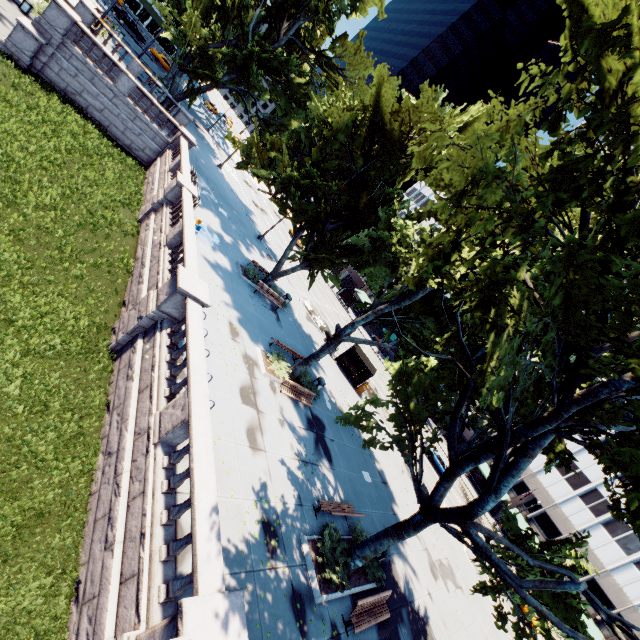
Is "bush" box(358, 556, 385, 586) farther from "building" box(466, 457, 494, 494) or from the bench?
"building" box(466, 457, 494, 494)

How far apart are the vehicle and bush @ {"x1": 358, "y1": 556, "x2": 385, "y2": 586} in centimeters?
2596cm

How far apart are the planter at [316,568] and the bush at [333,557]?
0.0m

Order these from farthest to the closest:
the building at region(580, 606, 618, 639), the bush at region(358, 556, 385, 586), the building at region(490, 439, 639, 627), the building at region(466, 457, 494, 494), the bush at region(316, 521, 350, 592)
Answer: the building at region(466, 457, 494, 494) < the building at region(490, 439, 639, 627) < the building at region(580, 606, 618, 639) < the bush at region(358, 556, 385, 586) < the bush at region(316, 521, 350, 592)

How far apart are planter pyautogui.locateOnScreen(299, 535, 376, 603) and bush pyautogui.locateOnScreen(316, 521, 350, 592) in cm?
4

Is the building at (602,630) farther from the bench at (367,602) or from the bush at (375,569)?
the bench at (367,602)

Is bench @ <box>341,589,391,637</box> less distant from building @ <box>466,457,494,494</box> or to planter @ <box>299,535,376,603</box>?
planter @ <box>299,535,376,603</box>

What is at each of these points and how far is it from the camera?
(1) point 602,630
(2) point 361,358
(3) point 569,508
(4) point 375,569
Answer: (1) building, 39.0m
(2) bus stop, 29.5m
(3) building, 45.4m
(4) bush, 13.8m
